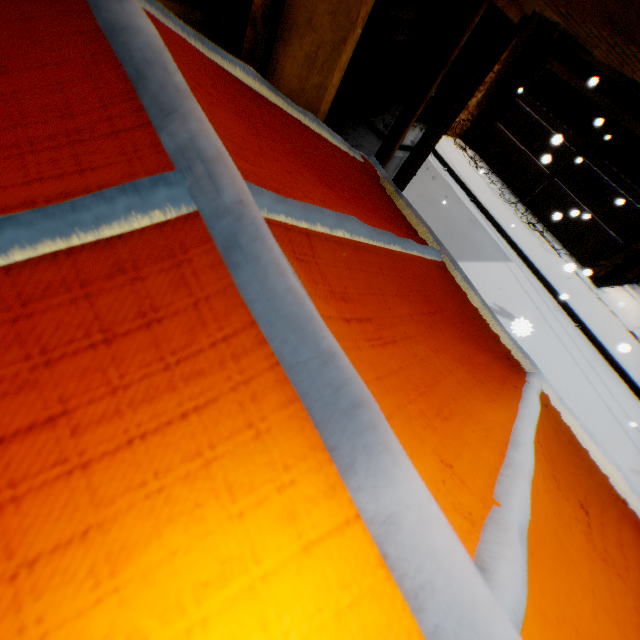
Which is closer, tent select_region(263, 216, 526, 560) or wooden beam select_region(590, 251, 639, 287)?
tent select_region(263, 216, 526, 560)

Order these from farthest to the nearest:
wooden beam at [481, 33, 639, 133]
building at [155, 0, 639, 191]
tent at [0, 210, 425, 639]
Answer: wooden beam at [481, 33, 639, 133], building at [155, 0, 639, 191], tent at [0, 210, 425, 639]

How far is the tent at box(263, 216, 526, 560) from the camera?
0.6 meters

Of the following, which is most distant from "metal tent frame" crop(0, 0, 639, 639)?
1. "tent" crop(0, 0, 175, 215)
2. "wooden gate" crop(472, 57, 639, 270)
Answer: "wooden gate" crop(472, 57, 639, 270)

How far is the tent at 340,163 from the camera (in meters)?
0.74

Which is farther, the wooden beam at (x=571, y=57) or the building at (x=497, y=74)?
the wooden beam at (x=571, y=57)

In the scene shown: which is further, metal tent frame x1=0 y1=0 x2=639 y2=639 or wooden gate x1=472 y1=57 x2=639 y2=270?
wooden gate x1=472 y1=57 x2=639 y2=270

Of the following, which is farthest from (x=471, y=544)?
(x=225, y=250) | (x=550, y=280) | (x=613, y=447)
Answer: (x=550, y=280)
